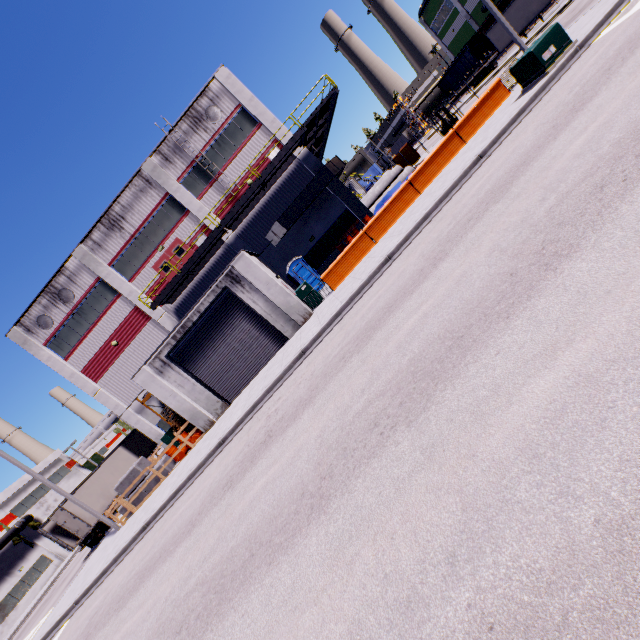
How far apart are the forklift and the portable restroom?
12.1m

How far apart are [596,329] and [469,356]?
1.5 meters

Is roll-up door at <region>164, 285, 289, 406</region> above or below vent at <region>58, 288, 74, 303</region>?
below

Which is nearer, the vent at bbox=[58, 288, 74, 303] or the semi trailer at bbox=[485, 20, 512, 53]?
the vent at bbox=[58, 288, 74, 303]

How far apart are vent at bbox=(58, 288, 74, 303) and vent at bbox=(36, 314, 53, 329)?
1.30m

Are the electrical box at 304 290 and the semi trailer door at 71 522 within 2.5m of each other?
no

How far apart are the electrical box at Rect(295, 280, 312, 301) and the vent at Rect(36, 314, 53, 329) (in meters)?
19.33

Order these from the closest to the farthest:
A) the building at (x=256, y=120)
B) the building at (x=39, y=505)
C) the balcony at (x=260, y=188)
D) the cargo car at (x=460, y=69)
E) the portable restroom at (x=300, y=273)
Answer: the balcony at (x=260, y=188), the building at (x=256, y=120), the portable restroom at (x=300, y=273), the building at (x=39, y=505), the cargo car at (x=460, y=69)
